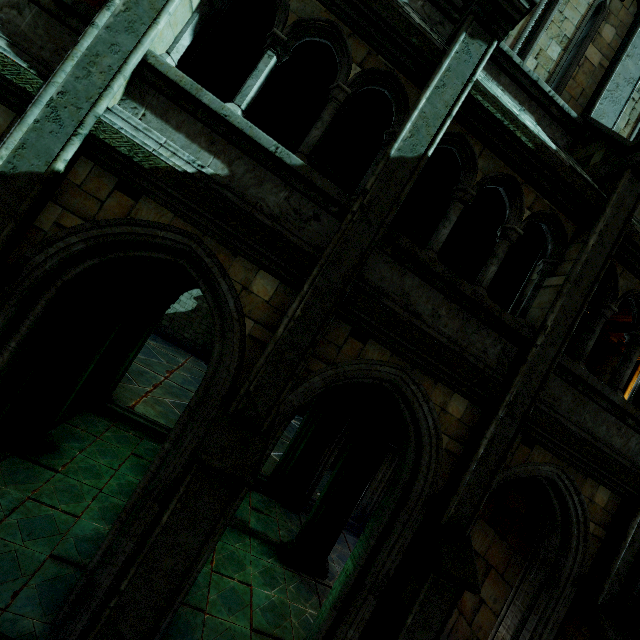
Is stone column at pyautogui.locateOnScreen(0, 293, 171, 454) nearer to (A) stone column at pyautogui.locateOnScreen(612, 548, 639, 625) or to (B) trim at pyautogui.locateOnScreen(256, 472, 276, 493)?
(B) trim at pyautogui.locateOnScreen(256, 472, 276, 493)

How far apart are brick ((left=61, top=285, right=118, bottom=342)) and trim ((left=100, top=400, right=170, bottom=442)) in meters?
3.2 m

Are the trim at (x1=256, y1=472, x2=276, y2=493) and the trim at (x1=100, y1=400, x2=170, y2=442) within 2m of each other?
yes

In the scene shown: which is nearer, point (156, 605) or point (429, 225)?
point (156, 605)

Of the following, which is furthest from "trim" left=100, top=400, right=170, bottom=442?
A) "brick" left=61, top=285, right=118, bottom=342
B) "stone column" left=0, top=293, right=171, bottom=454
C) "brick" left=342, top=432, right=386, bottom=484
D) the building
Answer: "brick" left=342, top=432, right=386, bottom=484

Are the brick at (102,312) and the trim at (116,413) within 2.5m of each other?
no

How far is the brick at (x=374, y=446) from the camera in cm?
720

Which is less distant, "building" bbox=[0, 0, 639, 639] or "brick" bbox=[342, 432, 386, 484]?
"building" bbox=[0, 0, 639, 639]
